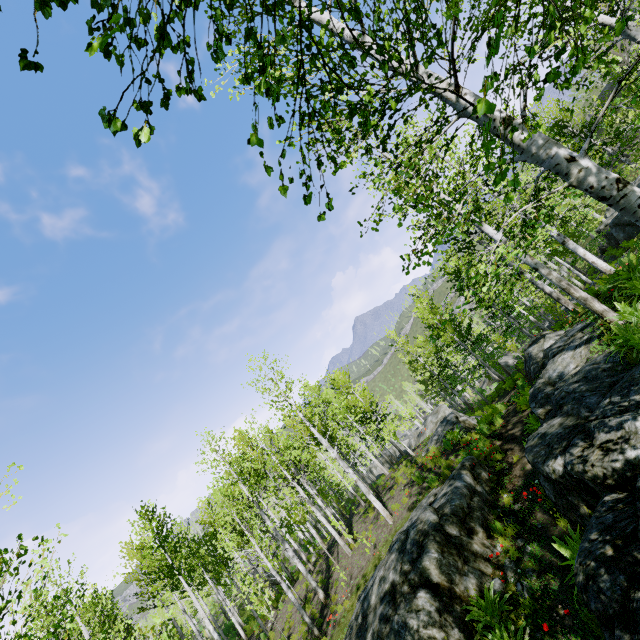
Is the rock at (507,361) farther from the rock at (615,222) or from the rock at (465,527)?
the rock at (465,527)

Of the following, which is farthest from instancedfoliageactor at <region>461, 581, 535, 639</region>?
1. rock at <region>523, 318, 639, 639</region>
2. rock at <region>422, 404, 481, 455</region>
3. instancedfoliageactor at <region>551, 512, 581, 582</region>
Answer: rock at <region>422, 404, 481, 455</region>

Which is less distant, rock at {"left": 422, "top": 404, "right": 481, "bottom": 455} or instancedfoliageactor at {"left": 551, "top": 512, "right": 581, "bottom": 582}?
instancedfoliageactor at {"left": 551, "top": 512, "right": 581, "bottom": 582}

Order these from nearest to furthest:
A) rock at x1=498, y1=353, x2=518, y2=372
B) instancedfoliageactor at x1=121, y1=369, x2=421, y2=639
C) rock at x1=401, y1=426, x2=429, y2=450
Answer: instancedfoliageactor at x1=121, y1=369, x2=421, y2=639 < rock at x1=401, y1=426, x2=429, y2=450 < rock at x1=498, y1=353, x2=518, y2=372

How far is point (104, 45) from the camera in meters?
1.1 m

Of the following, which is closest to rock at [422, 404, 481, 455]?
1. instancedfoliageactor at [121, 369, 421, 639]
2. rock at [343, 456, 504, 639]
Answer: rock at [343, 456, 504, 639]

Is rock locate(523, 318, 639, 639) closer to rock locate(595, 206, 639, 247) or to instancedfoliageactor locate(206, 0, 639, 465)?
instancedfoliageactor locate(206, 0, 639, 465)

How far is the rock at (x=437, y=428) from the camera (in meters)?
15.22
